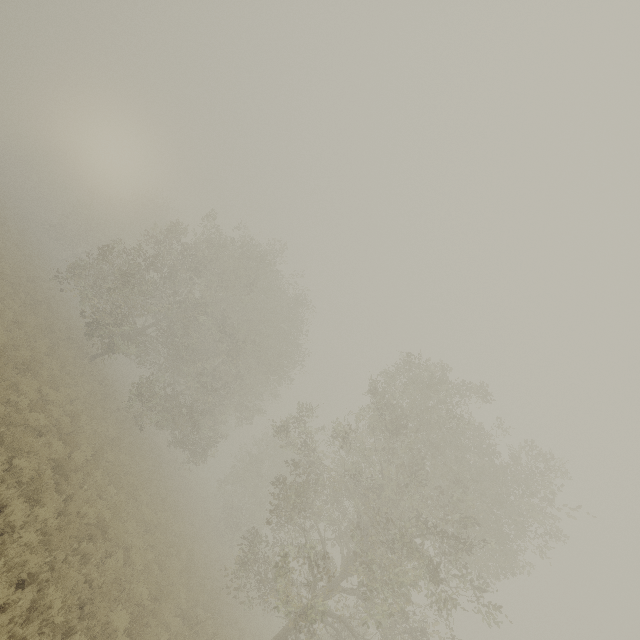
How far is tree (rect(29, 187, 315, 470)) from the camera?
21.7 meters

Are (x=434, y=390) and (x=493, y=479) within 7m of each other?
yes

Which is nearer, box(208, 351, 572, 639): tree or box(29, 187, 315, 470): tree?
box(208, 351, 572, 639): tree

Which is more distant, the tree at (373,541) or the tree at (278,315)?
the tree at (278,315)

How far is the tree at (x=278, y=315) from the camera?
21.7m
